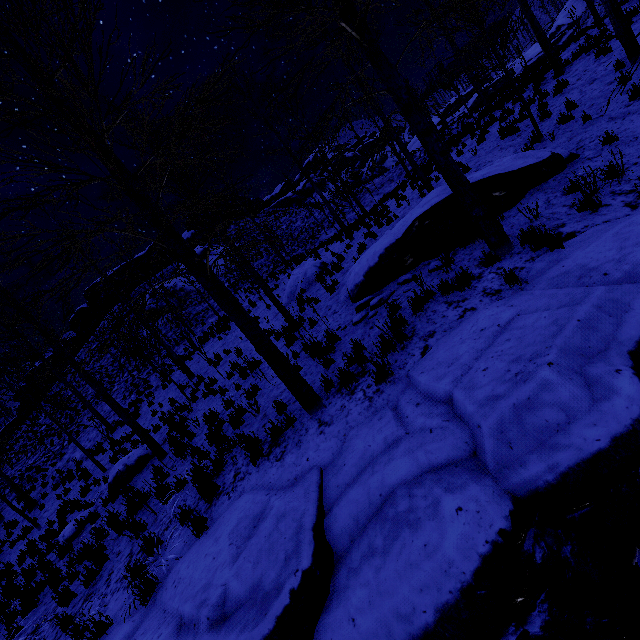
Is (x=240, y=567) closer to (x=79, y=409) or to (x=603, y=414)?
(x=603, y=414)

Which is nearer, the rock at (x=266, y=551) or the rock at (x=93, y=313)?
the rock at (x=266, y=551)

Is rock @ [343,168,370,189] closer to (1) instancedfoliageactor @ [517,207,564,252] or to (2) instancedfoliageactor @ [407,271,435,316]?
(2) instancedfoliageactor @ [407,271,435,316]

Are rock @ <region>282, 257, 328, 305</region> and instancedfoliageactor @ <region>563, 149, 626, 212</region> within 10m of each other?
yes

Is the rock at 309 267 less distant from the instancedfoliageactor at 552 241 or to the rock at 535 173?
the rock at 535 173

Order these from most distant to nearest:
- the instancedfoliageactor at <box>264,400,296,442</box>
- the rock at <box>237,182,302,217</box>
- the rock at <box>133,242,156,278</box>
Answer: the rock at <box>237,182,302,217</box>, the rock at <box>133,242,156,278</box>, the instancedfoliageactor at <box>264,400,296,442</box>

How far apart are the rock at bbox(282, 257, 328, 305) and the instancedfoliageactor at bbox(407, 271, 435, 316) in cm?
884

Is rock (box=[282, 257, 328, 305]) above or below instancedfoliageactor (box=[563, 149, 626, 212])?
above
